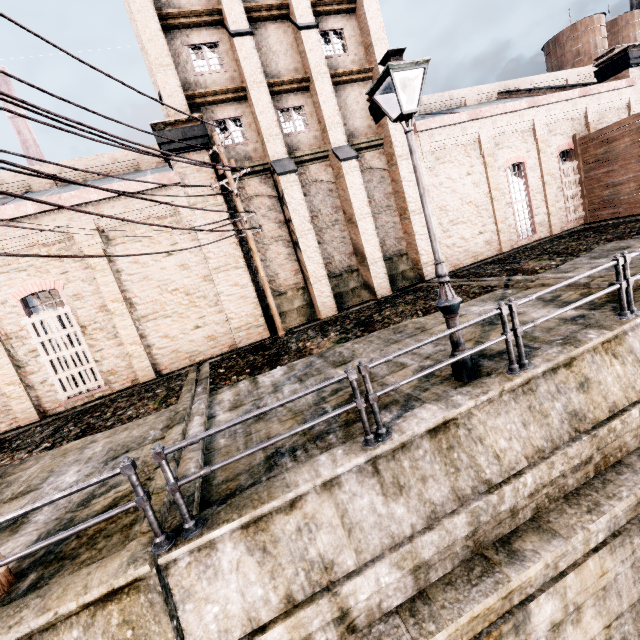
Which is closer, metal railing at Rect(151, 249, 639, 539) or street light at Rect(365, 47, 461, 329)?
metal railing at Rect(151, 249, 639, 539)

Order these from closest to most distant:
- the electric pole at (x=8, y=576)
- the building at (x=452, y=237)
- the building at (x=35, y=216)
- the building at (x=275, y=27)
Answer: the electric pole at (x=8, y=576) → the building at (x=35, y=216) → the building at (x=275, y=27) → the building at (x=452, y=237)

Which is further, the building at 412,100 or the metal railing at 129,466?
the building at 412,100

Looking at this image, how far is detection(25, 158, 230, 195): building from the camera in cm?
1317

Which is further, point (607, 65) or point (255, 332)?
point (607, 65)

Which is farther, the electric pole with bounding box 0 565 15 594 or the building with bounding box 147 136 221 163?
the building with bounding box 147 136 221 163

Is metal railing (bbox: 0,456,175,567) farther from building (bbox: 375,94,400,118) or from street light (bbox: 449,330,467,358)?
building (bbox: 375,94,400,118)

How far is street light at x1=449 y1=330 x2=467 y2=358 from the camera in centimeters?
605cm
